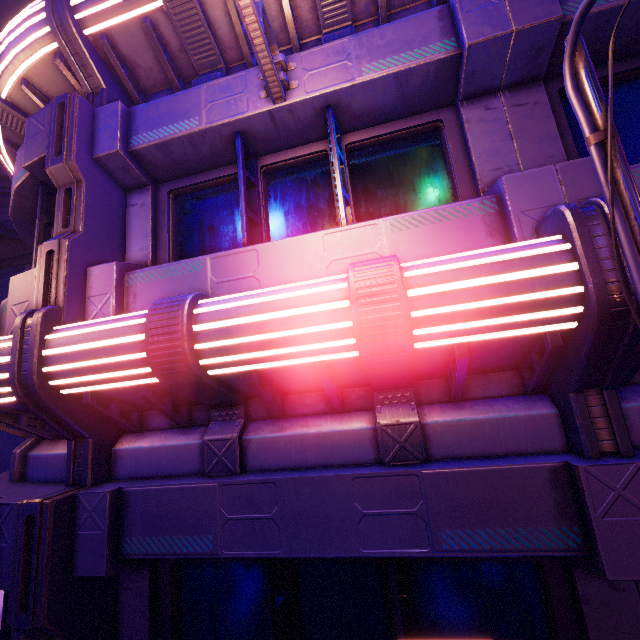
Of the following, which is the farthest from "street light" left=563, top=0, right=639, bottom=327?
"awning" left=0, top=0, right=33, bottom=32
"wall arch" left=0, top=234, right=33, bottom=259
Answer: "wall arch" left=0, top=234, right=33, bottom=259

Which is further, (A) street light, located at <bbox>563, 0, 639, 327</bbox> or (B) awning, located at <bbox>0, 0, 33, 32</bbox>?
(B) awning, located at <bbox>0, 0, 33, 32</bbox>

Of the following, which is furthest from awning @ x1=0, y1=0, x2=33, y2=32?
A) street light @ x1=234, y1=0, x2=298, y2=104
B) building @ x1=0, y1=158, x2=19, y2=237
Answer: building @ x1=0, y1=158, x2=19, y2=237

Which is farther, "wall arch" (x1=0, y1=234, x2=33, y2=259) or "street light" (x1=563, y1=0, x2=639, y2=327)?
"wall arch" (x1=0, y1=234, x2=33, y2=259)

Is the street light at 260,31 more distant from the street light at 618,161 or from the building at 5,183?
the building at 5,183

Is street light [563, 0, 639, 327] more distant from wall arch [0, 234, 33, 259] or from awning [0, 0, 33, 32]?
wall arch [0, 234, 33, 259]

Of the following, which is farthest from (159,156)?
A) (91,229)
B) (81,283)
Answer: (81,283)

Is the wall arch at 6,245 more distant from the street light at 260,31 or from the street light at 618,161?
the street light at 618,161
